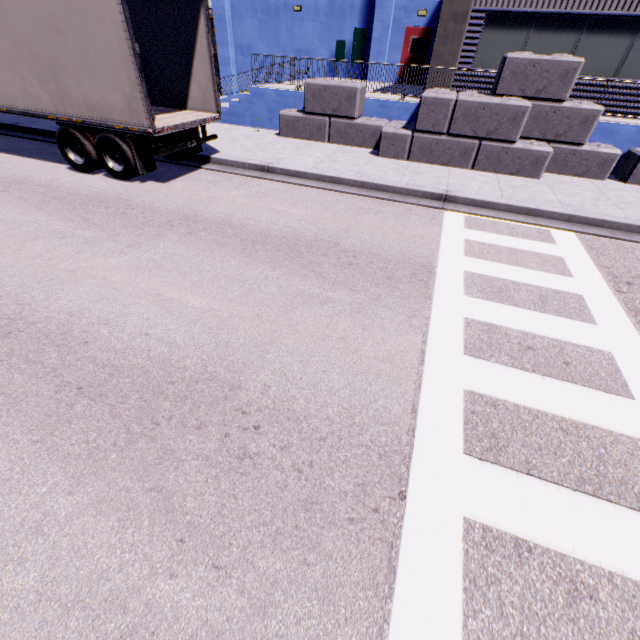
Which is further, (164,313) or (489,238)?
(489,238)

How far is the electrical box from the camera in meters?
17.9 m

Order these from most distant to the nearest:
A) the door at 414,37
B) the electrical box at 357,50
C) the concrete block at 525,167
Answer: the electrical box at 357,50 → the door at 414,37 → the concrete block at 525,167

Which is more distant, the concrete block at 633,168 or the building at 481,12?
the building at 481,12

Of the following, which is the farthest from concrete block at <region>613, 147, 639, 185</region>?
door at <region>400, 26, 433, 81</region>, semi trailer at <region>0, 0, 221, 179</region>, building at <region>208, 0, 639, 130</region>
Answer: door at <region>400, 26, 433, 81</region>

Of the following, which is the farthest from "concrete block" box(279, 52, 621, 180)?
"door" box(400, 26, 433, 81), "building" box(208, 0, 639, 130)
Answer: "door" box(400, 26, 433, 81)

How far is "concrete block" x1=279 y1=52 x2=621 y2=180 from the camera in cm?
898

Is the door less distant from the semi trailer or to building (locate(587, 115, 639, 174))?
building (locate(587, 115, 639, 174))
